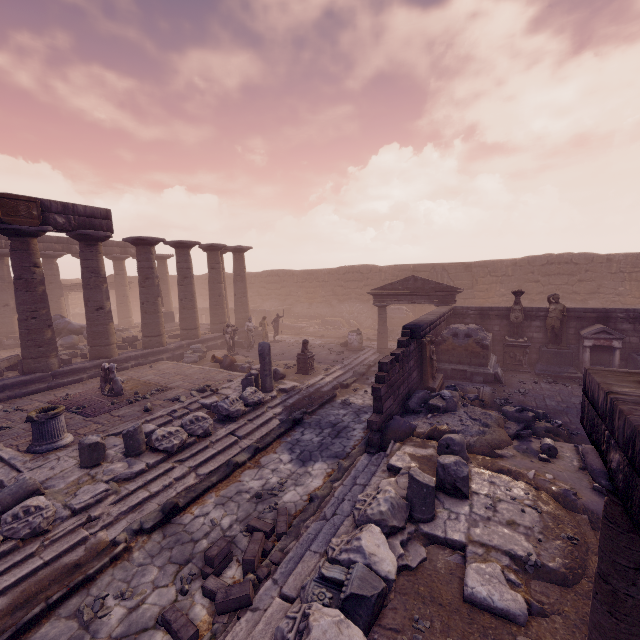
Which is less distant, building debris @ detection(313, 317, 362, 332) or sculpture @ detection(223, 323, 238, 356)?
sculpture @ detection(223, 323, 238, 356)

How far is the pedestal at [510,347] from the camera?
13.4 meters

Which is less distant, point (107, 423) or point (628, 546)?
point (628, 546)

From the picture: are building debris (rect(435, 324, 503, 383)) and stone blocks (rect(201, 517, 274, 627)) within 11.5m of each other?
yes

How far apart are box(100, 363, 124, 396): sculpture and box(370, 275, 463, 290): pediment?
12.38m

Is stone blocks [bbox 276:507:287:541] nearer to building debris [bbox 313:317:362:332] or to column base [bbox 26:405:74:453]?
column base [bbox 26:405:74:453]

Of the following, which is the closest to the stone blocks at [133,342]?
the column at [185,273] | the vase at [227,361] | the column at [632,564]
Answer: the column at [185,273]

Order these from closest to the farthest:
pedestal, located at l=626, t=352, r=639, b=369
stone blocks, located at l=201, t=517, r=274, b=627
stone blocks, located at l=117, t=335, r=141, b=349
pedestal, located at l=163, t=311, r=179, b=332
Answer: stone blocks, located at l=201, t=517, r=274, b=627, pedestal, located at l=626, t=352, r=639, b=369, stone blocks, located at l=117, t=335, r=141, b=349, pedestal, located at l=163, t=311, r=179, b=332
